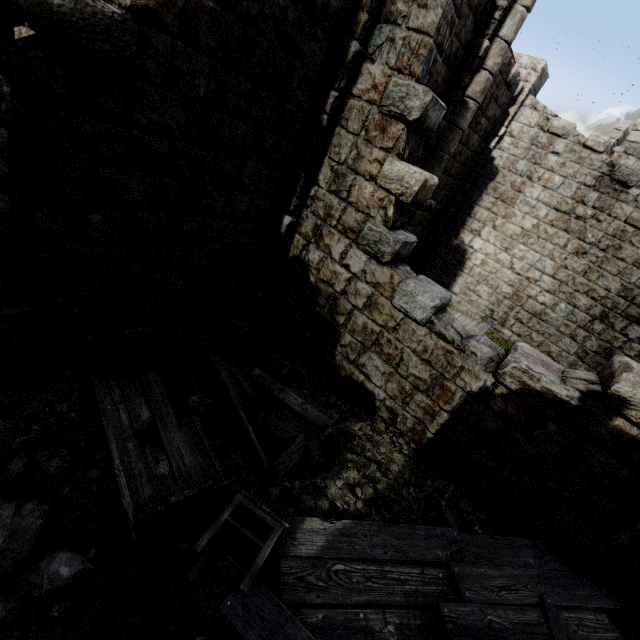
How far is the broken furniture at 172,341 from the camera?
2.92m

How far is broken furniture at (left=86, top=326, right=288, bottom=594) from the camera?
2.9 meters

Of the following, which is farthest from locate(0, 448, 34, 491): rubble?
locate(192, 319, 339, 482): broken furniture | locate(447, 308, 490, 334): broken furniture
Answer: locate(447, 308, 490, 334): broken furniture

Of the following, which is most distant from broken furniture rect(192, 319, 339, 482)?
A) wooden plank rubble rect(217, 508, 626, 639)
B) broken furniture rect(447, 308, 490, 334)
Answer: broken furniture rect(447, 308, 490, 334)

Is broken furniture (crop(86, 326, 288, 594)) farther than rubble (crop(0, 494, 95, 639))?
Yes

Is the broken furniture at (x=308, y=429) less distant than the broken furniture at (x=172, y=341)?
No

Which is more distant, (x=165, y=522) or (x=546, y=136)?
(x=546, y=136)

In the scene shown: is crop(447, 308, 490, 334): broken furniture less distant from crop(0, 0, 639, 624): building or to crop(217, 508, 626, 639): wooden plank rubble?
crop(0, 0, 639, 624): building
